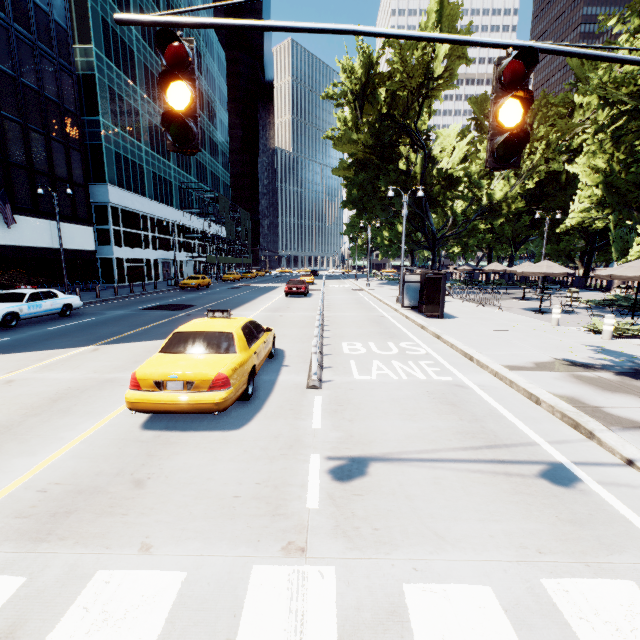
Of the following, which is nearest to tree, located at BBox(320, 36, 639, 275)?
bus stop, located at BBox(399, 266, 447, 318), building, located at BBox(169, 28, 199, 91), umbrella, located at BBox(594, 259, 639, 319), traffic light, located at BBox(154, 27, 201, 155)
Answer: umbrella, located at BBox(594, 259, 639, 319)

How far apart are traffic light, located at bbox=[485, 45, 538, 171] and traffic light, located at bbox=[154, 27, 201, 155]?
2.6m

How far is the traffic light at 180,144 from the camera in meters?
2.6 m

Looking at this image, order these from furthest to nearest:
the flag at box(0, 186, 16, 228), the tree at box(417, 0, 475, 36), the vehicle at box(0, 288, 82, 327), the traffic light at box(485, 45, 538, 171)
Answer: the tree at box(417, 0, 475, 36) → the flag at box(0, 186, 16, 228) → the vehicle at box(0, 288, 82, 327) → the traffic light at box(485, 45, 538, 171)

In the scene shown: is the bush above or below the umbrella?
below

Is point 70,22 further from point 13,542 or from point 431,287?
point 13,542

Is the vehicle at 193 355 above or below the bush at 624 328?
above

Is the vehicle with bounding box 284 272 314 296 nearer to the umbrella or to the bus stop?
the bus stop
